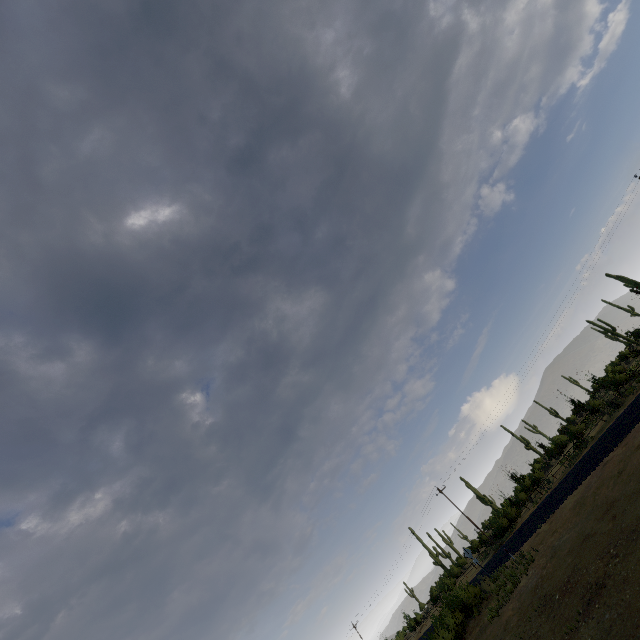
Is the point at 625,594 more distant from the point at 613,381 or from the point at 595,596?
the point at 613,381
